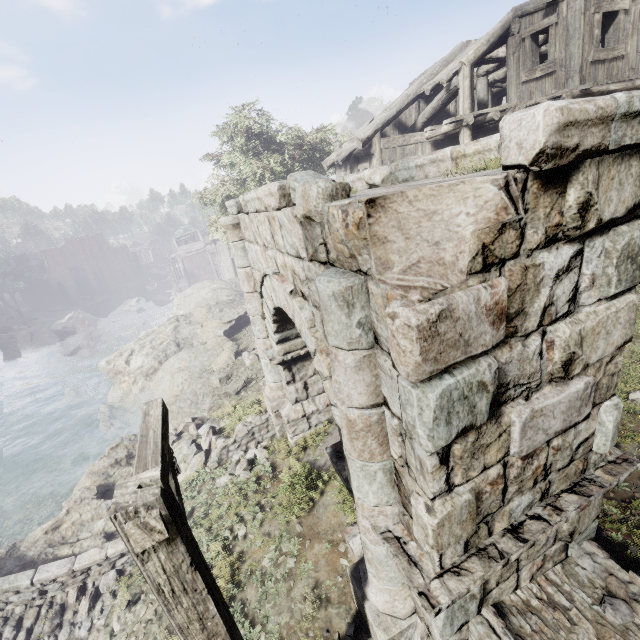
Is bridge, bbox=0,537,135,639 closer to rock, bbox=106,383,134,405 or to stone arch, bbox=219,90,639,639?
stone arch, bbox=219,90,639,639

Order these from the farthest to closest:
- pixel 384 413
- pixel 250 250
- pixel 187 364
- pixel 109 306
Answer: pixel 109 306 → pixel 187 364 → pixel 250 250 → pixel 384 413

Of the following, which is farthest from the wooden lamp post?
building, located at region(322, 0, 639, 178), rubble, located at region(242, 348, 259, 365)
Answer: rubble, located at region(242, 348, 259, 365)

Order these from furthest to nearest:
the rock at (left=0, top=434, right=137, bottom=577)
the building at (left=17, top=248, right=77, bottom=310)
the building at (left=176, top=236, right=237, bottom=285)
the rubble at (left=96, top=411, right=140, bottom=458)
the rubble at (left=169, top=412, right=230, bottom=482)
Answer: the building at (left=17, top=248, right=77, bottom=310) < the building at (left=176, top=236, right=237, bottom=285) < the rubble at (left=96, top=411, right=140, bottom=458) < the rubble at (left=169, top=412, right=230, bottom=482) < the rock at (left=0, top=434, right=137, bottom=577)

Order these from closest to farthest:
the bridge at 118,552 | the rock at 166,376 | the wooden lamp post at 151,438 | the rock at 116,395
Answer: the wooden lamp post at 151,438 → the bridge at 118,552 → the rock at 166,376 → the rock at 116,395

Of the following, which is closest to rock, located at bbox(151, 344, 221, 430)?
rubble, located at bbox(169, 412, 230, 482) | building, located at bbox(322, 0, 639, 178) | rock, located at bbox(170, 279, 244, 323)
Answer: rubble, located at bbox(169, 412, 230, 482)

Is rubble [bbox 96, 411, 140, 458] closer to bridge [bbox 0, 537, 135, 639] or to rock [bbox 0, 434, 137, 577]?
rock [bbox 0, 434, 137, 577]

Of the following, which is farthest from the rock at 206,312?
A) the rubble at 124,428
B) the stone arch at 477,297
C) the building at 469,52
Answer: the stone arch at 477,297
